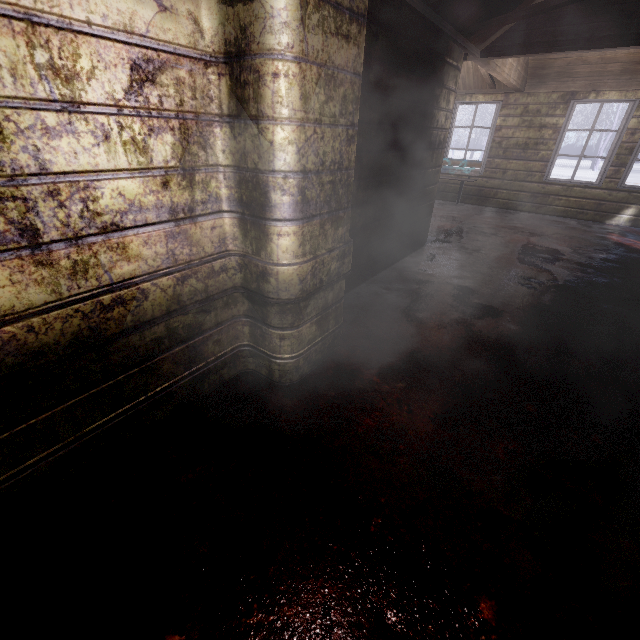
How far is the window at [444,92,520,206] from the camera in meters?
6.0

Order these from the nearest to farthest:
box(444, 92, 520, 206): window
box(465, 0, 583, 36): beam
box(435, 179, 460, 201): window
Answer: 1. box(465, 0, 583, 36): beam
2. box(444, 92, 520, 206): window
3. box(435, 179, 460, 201): window

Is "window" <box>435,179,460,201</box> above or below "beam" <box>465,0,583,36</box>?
below

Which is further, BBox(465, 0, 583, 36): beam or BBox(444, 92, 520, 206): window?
BBox(444, 92, 520, 206): window

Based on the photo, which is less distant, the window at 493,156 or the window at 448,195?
the window at 493,156

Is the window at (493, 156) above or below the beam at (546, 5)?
below

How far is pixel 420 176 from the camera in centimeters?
337cm
